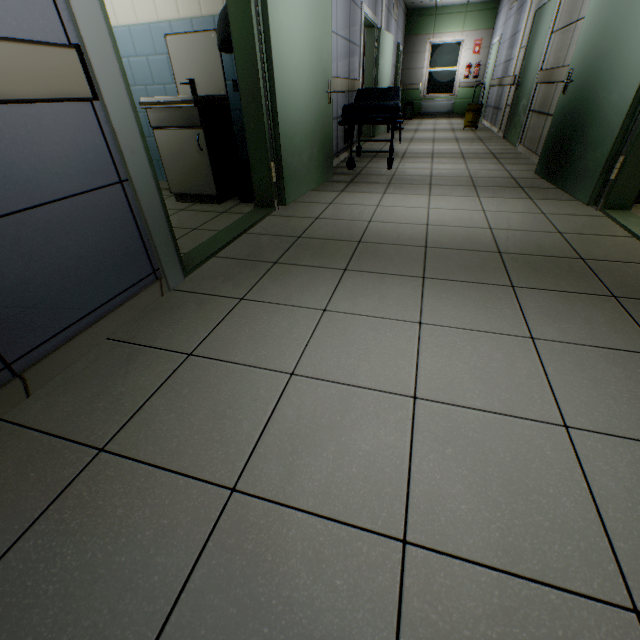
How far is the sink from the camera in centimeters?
300cm

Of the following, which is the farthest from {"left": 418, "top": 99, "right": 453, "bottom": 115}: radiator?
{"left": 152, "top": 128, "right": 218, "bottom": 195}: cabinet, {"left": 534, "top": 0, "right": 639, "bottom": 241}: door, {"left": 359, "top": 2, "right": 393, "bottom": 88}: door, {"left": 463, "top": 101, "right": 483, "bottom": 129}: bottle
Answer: {"left": 152, "top": 128, "right": 218, "bottom": 195}: cabinet

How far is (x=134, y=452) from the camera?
1.1 meters

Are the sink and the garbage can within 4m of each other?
yes

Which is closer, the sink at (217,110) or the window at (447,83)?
the sink at (217,110)

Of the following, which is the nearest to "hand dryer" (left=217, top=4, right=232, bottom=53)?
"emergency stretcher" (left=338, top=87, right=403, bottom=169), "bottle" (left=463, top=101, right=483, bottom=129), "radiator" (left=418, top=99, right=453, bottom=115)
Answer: "emergency stretcher" (left=338, top=87, right=403, bottom=169)

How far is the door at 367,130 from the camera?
7.8m

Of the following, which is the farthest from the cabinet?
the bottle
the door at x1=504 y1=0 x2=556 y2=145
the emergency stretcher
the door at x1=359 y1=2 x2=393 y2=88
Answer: the bottle
